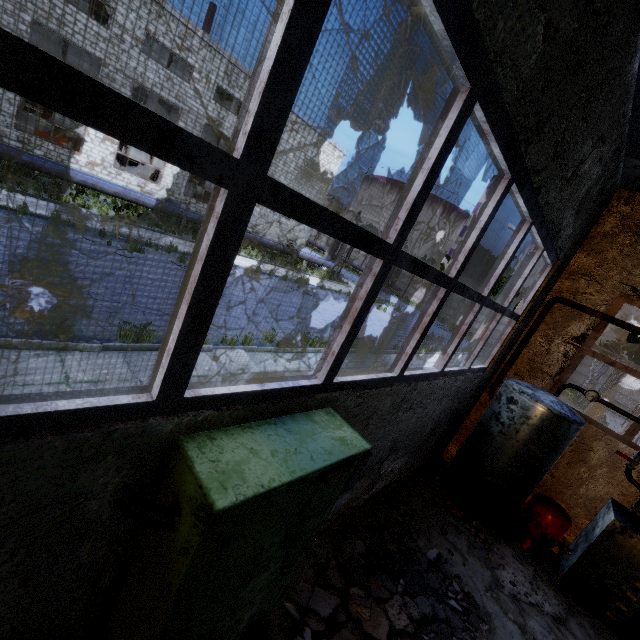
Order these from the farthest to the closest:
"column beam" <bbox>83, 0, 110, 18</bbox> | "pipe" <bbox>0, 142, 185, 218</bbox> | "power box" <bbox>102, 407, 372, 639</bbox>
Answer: "column beam" <bbox>83, 0, 110, 18</bbox>, "pipe" <bbox>0, 142, 185, 218</bbox>, "power box" <bbox>102, 407, 372, 639</bbox>

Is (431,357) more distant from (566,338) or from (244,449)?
(244,449)

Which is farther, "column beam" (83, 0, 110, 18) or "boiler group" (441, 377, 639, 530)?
"column beam" (83, 0, 110, 18)

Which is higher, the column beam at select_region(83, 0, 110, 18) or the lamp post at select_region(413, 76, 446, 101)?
the column beam at select_region(83, 0, 110, 18)

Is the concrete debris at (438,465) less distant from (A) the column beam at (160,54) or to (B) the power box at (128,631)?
(B) the power box at (128,631)

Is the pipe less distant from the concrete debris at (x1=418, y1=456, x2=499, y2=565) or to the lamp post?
the lamp post

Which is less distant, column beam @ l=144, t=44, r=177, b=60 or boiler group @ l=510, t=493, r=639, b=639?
boiler group @ l=510, t=493, r=639, b=639

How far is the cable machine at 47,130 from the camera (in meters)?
18.75
